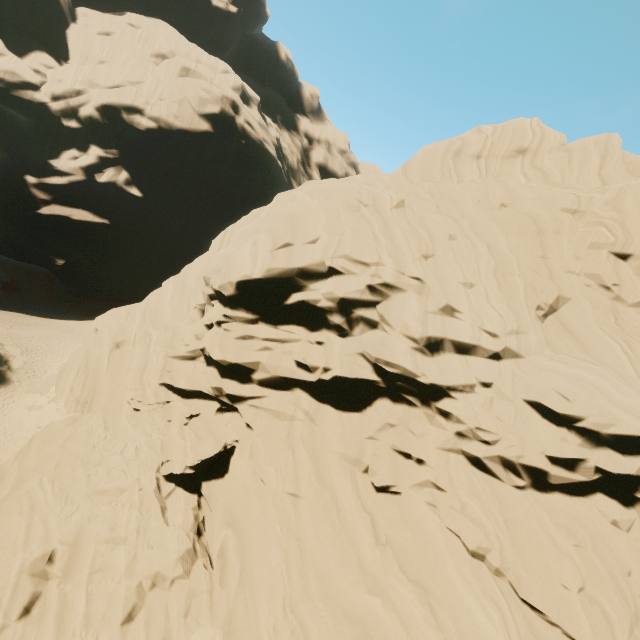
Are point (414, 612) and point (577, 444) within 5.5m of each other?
no
